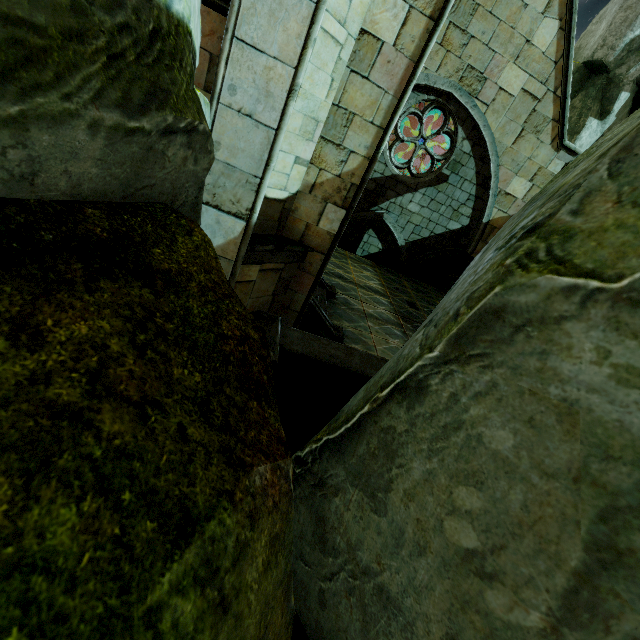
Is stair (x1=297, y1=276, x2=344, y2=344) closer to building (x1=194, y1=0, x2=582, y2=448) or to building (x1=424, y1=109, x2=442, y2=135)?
building (x1=194, y1=0, x2=582, y2=448)

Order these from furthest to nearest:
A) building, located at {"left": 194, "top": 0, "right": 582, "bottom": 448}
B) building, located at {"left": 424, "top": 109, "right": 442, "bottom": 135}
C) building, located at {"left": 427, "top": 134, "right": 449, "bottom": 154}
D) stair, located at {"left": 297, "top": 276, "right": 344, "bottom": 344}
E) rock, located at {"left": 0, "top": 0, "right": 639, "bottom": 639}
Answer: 1. building, located at {"left": 427, "top": 134, "right": 449, "bottom": 154}
2. building, located at {"left": 424, "top": 109, "right": 442, "bottom": 135}
3. stair, located at {"left": 297, "top": 276, "right": 344, "bottom": 344}
4. building, located at {"left": 194, "top": 0, "right": 582, "bottom": 448}
5. rock, located at {"left": 0, "top": 0, "right": 639, "bottom": 639}

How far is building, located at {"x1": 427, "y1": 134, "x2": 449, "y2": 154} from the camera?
17.55m

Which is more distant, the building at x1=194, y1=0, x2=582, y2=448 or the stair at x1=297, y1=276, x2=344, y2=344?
the stair at x1=297, y1=276, x2=344, y2=344

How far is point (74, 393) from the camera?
0.66m

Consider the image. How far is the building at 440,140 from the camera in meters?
17.5

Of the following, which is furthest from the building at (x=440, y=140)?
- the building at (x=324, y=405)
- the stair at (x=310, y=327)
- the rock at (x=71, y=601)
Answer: the rock at (x=71, y=601)
